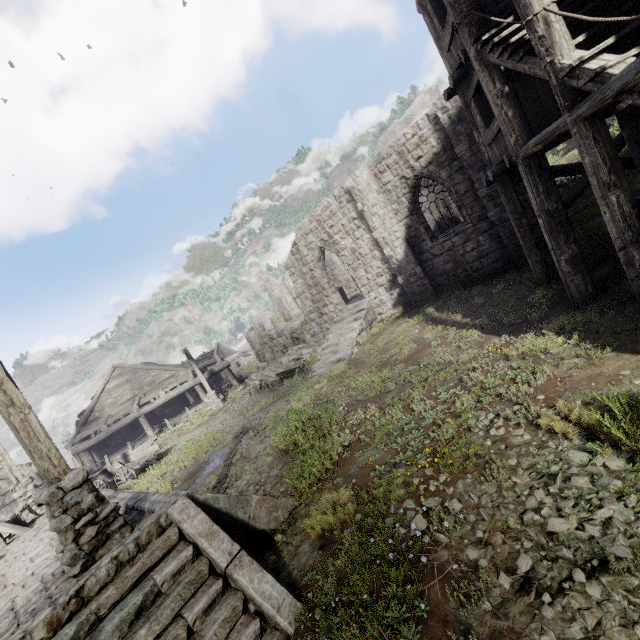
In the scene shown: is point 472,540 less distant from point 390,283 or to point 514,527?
point 514,527

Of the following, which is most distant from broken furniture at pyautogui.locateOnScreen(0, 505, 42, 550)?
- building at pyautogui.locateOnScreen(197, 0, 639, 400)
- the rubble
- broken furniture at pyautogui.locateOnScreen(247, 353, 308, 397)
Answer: the rubble

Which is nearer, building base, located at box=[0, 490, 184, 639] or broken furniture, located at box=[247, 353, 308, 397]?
building base, located at box=[0, 490, 184, 639]

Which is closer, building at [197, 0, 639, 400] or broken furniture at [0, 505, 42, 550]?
building at [197, 0, 639, 400]

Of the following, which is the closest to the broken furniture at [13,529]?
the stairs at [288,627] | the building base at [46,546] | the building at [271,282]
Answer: the building base at [46,546]

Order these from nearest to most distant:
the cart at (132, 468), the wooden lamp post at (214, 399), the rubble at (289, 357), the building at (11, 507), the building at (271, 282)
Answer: the building at (271, 282) < the cart at (132, 468) < the building at (11, 507) < the rubble at (289, 357) < the wooden lamp post at (214, 399)

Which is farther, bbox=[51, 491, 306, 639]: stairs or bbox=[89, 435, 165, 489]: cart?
bbox=[89, 435, 165, 489]: cart

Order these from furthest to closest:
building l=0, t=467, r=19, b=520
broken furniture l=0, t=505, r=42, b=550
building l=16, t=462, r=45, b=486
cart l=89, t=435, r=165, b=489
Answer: building l=16, t=462, r=45, b=486 → building l=0, t=467, r=19, b=520 → cart l=89, t=435, r=165, b=489 → broken furniture l=0, t=505, r=42, b=550
